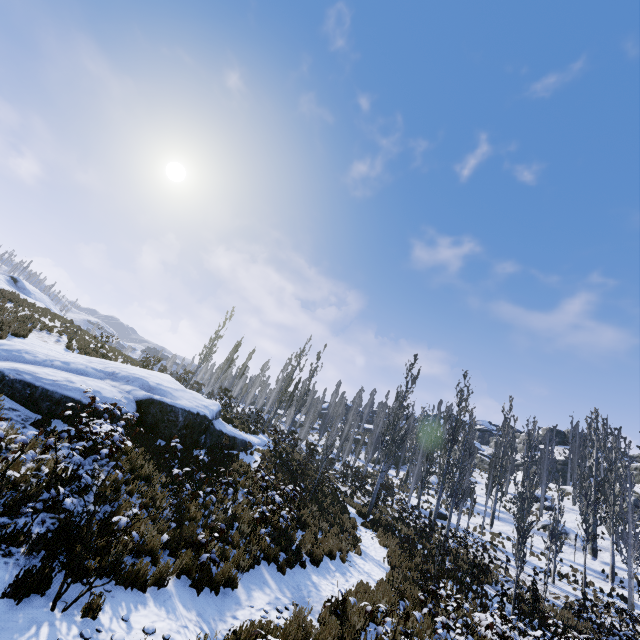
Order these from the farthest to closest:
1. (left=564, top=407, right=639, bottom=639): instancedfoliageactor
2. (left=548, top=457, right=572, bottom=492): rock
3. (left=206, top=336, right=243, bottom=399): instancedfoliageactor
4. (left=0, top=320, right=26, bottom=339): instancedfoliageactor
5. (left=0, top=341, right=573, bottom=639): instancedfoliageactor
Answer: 1. (left=548, top=457, right=572, bottom=492): rock
2. (left=206, top=336, right=243, bottom=399): instancedfoliageactor
3. (left=564, top=407, right=639, bottom=639): instancedfoliageactor
4. (left=0, top=320, right=26, bottom=339): instancedfoliageactor
5. (left=0, top=341, right=573, bottom=639): instancedfoliageactor

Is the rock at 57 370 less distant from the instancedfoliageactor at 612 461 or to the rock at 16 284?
→ the instancedfoliageactor at 612 461

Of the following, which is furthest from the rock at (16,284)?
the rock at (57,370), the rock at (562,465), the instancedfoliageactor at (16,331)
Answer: the rock at (562,465)

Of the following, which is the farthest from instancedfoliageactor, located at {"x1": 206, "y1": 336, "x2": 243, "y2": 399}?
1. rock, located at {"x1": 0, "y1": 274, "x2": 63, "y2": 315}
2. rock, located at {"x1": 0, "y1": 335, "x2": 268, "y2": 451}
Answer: rock, located at {"x1": 0, "y1": 274, "x2": 63, "y2": 315}

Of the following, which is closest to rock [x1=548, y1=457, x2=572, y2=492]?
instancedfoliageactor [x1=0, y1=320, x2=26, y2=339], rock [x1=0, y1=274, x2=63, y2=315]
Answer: instancedfoliageactor [x1=0, y1=320, x2=26, y2=339]

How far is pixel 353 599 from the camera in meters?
7.5 m

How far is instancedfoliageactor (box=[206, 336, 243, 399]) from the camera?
29.3m

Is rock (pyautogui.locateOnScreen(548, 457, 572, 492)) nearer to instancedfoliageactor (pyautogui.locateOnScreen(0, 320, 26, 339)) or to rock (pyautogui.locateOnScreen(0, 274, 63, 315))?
instancedfoliageactor (pyautogui.locateOnScreen(0, 320, 26, 339))
